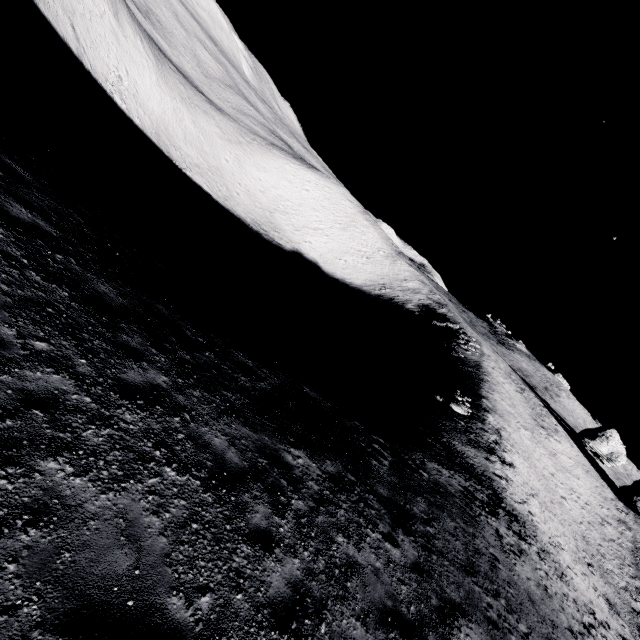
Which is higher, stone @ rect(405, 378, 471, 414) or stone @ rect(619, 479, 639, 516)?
stone @ rect(619, 479, 639, 516)

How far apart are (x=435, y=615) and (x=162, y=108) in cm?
7444

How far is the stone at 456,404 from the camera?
32.0m

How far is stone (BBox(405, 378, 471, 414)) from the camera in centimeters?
3201cm

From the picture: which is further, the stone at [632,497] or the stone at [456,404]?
the stone at [632,497]

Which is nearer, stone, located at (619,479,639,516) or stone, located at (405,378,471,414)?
stone, located at (405,378,471,414)
